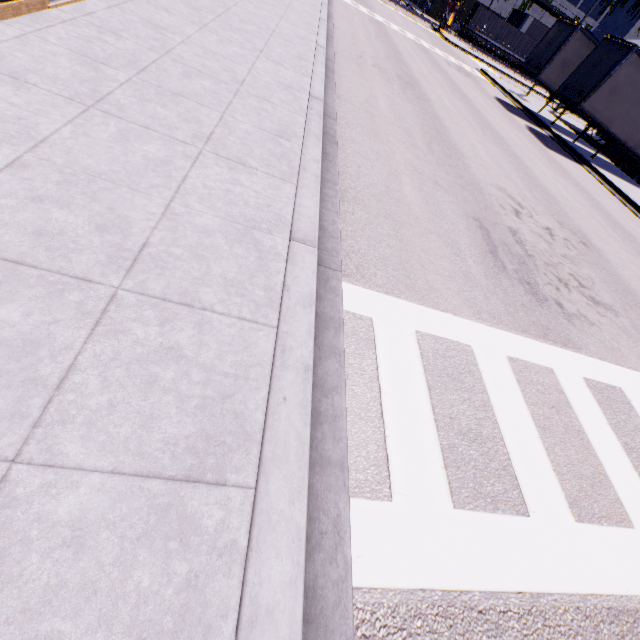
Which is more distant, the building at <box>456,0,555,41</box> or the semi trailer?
the building at <box>456,0,555,41</box>

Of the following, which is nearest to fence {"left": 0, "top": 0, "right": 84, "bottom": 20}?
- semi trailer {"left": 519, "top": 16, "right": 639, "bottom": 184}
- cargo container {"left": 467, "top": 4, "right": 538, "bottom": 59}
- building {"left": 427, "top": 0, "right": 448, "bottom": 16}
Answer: building {"left": 427, "top": 0, "right": 448, "bottom": 16}

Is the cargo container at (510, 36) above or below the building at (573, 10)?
below

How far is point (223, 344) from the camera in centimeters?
247cm

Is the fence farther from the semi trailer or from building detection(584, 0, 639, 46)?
the semi trailer

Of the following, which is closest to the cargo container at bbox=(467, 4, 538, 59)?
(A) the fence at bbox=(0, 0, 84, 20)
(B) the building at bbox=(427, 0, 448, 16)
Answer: Result: (B) the building at bbox=(427, 0, 448, 16)

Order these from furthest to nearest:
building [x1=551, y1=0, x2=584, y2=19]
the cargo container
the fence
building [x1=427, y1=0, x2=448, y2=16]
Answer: building [x1=427, y1=0, x2=448, y2=16], building [x1=551, y1=0, x2=584, y2=19], the cargo container, the fence

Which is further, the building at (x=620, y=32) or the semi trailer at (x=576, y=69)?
the building at (x=620, y=32)
